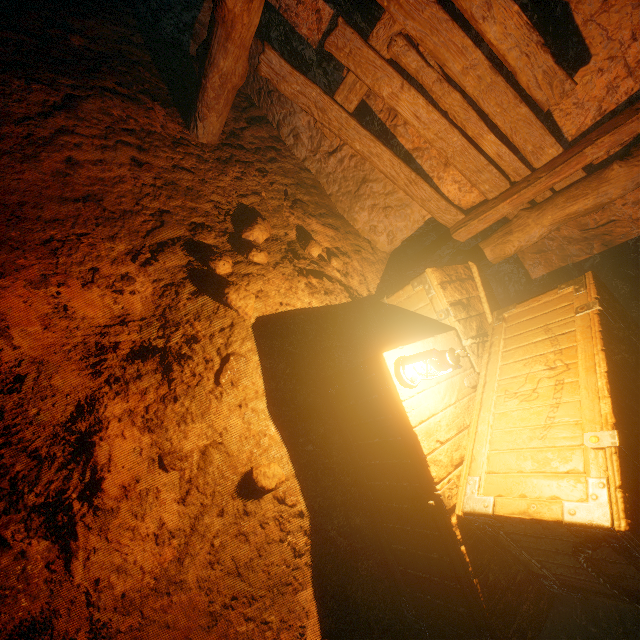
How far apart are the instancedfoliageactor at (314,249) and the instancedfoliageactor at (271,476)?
2.09m

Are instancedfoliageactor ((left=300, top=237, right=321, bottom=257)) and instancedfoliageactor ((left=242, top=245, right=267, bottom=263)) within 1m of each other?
yes

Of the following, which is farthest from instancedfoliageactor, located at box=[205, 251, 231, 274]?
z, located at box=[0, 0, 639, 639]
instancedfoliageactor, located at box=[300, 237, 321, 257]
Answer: instancedfoliageactor, located at box=[300, 237, 321, 257]

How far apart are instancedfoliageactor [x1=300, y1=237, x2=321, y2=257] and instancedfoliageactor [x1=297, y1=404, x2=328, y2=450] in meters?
1.6

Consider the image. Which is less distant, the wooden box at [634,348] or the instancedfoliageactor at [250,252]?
the wooden box at [634,348]

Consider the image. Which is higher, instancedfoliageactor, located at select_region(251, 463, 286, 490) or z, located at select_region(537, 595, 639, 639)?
z, located at select_region(537, 595, 639, 639)

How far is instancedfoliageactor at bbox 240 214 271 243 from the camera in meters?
3.2

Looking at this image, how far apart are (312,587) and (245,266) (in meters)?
2.63
